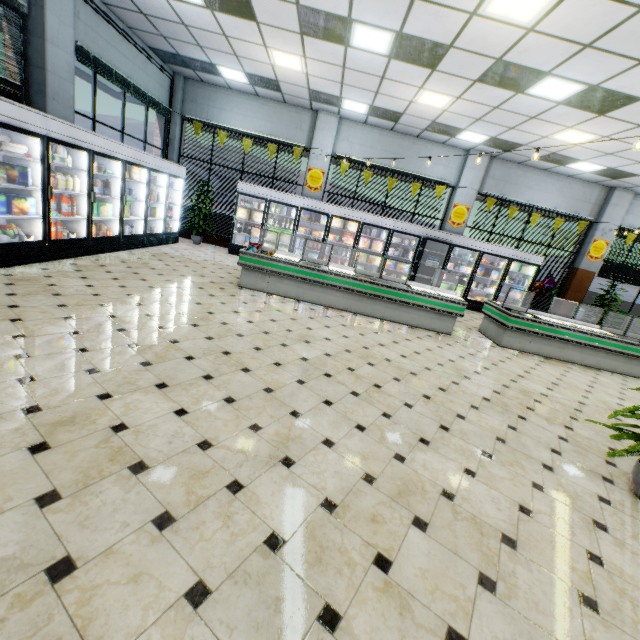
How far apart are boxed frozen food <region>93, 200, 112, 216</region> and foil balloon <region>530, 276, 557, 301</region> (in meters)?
12.59

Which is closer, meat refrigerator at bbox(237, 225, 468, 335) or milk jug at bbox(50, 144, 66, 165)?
milk jug at bbox(50, 144, 66, 165)

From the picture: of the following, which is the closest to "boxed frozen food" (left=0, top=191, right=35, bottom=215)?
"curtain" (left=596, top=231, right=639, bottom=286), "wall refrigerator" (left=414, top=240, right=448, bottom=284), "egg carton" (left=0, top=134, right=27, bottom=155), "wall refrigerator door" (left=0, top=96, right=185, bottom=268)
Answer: "wall refrigerator door" (left=0, top=96, right=185, bottom=268)

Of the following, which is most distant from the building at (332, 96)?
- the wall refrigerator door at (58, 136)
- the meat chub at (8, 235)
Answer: the meat chub at (8, 235)

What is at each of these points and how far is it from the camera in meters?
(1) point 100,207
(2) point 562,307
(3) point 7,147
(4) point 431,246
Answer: (1) boxed frozen food, 6.8
(2) building, 11.9
(3) egg carton, 4.7
(4) wall refrigerator, 11.1

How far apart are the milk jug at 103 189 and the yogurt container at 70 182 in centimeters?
41cm

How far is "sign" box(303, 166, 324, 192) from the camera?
10.7m

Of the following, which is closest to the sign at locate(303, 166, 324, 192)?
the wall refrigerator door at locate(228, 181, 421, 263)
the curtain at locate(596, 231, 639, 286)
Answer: the wall refrigerator door at locate(228, 181, 421, 263)
